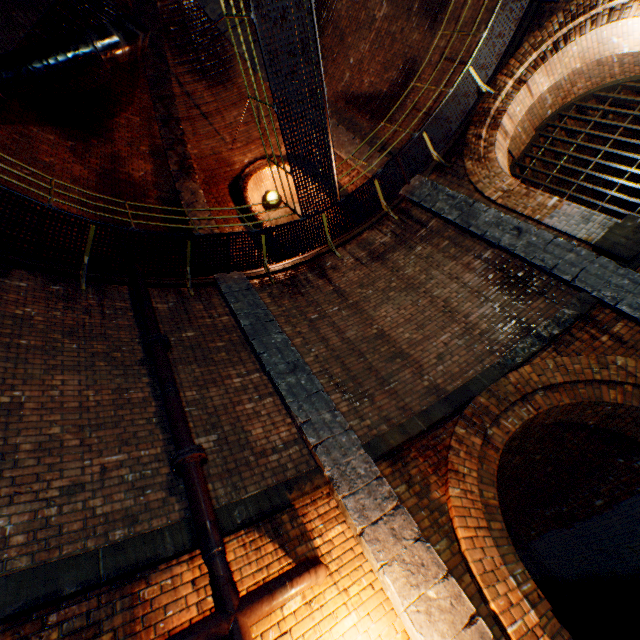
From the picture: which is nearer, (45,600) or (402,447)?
(45,600)

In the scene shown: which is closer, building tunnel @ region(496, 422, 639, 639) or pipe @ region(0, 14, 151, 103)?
pipe @ region(0, 14, 151, 103)

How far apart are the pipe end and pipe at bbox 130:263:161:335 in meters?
2.0 m

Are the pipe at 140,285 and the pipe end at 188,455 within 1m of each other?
no

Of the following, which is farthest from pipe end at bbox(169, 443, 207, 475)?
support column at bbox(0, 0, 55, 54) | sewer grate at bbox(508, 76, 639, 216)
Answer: sewer grate at bbox(508, 76, 639, 216)

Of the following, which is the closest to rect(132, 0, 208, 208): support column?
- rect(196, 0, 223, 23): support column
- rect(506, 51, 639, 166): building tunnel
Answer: rect(196, 0, 223, 23): support column

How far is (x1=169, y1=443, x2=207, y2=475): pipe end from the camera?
3.45m

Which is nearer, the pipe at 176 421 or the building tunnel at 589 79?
the pipe at 176 421
